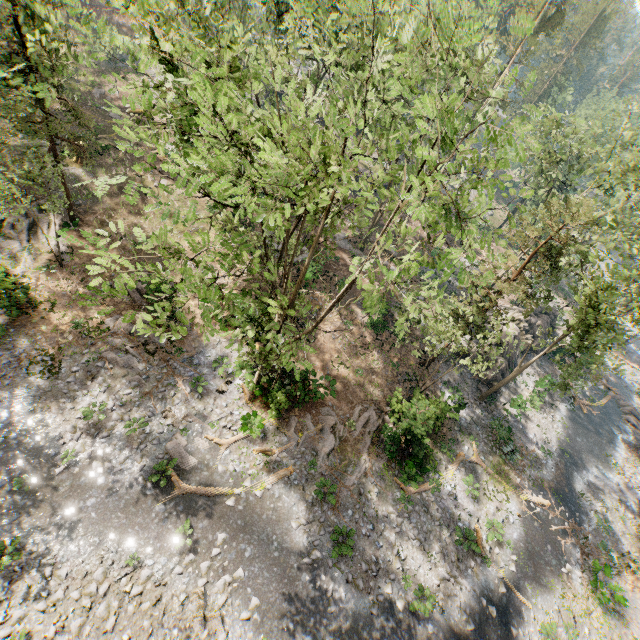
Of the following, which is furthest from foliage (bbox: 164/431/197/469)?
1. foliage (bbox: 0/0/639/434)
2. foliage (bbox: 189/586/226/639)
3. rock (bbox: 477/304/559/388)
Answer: rock (bbox: 477/304/559/388)

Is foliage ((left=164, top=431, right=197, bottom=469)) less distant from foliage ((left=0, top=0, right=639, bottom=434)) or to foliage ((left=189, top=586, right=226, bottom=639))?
foliage ((left=0, top=0, right=639, bottom=434))

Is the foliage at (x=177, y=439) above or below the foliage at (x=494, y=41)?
below

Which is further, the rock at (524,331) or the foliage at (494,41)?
the rock at (524,331)

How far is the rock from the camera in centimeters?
2869cm

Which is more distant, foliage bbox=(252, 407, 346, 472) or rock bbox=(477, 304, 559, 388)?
rock bbox=(477, 304, 559, 388)

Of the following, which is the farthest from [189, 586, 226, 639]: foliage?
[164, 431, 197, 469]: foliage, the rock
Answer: the rock

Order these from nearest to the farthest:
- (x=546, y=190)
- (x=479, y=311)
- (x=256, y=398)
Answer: (x=256, y=398), (x=479, y=311), (x=546, y=190)
